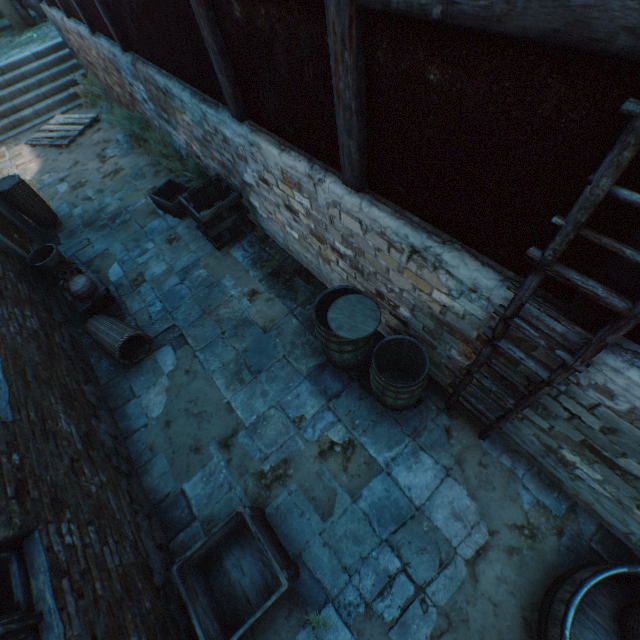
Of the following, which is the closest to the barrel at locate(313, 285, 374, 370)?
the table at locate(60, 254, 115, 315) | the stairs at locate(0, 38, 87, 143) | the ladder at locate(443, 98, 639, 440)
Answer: the ladder at locate(443, 98, 639, 440)

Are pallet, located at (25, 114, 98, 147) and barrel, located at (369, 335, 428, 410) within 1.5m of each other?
no

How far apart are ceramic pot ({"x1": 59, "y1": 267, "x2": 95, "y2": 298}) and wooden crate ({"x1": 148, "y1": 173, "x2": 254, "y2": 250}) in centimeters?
181cm

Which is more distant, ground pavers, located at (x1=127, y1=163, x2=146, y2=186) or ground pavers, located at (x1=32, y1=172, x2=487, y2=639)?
ground pavers, located at (x1=127, y1=163, x2=146, y2=186)

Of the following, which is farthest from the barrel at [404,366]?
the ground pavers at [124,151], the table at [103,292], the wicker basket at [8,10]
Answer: the wicker basket at [8,10]

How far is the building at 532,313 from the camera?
1.91m

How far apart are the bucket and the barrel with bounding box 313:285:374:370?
4.2 meters

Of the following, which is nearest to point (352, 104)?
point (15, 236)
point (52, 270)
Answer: point (52, 270)
